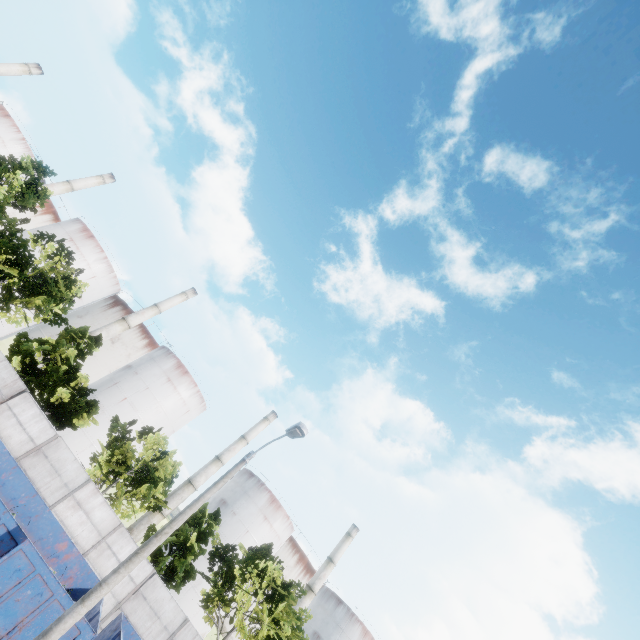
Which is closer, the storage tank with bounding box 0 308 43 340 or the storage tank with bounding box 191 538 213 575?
the storage tank with bounding box 191 538 213 575

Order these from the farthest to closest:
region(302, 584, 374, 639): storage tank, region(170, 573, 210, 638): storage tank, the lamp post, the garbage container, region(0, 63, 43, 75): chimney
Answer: region(0, 63, 43, 75): chimney < region(302, 584, 374, 639): storage tank < region(170, 573, 210, 638): storage tank < the garbage container < the lamp post

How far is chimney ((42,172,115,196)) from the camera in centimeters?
4903cm

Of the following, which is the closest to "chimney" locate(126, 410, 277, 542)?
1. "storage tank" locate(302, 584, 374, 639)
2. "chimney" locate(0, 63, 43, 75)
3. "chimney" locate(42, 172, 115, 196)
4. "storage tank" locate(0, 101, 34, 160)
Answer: "storage tank" locate(302, 584, 374, 639)

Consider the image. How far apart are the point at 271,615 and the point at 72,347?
24.6m

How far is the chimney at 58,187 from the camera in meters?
49.0

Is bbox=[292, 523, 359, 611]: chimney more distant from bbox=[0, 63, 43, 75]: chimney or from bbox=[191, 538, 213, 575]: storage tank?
bbox=[0, 63, 43, 75]: chimney

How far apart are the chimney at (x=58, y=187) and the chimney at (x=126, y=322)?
21.6 meters
